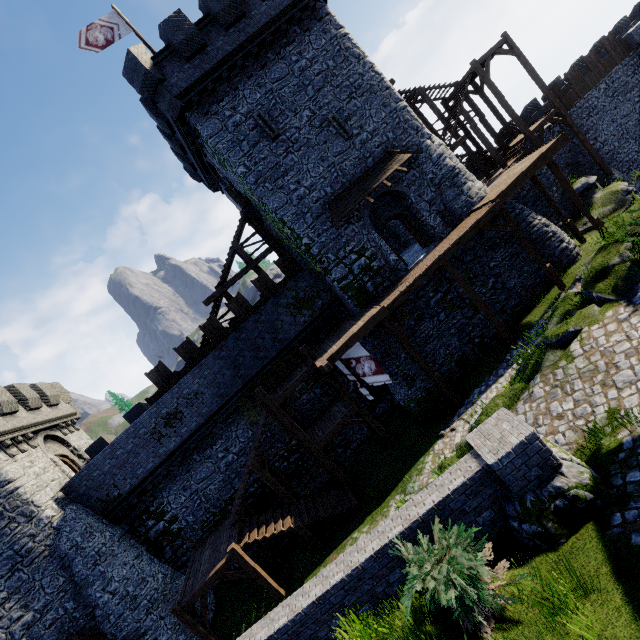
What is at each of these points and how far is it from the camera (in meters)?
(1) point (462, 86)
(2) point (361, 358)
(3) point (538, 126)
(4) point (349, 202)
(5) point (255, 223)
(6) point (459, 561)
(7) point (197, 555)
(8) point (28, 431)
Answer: (1) stairs, 21.94
(2) flag, 15.07
(3) stairs, 21.47
(4) awning, 17.03
(5) stairs, 20.47
(6) bush, 4.40
(7) stairs, 15.74
(8) building, 17.45

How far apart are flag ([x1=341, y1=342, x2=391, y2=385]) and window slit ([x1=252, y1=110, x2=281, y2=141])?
11.3m

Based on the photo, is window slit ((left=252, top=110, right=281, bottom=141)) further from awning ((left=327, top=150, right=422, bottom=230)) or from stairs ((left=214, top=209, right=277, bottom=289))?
stairs ((left=214, top=209, right=277, bottom=289))

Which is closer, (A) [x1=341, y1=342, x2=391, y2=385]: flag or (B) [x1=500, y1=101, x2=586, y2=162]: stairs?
(A) [x1=341, y1=342, x2=391, y2=385]: flag

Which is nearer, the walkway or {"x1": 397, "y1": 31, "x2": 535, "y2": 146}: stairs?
the walkway

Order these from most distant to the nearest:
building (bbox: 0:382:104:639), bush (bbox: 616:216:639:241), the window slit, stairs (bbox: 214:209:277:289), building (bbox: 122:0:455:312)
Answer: stairs (bbox: 214:209:277:289), the window slit, building (bbox: 122:0:455:312), building (bbox: 0:382:104:639), bush (bbox: 616:216:639:241)

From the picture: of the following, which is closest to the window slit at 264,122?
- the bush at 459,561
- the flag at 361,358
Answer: the flag at 361,358

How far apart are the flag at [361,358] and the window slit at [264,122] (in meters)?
11.30
